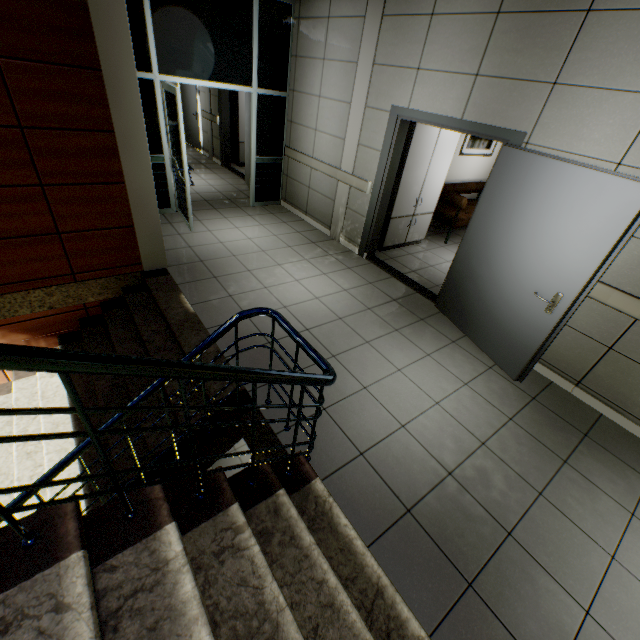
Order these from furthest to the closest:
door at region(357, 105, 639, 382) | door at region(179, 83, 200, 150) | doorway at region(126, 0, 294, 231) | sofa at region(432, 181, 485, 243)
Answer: door at region(179, 83, 200, 150), sofa at region(432, 181, 485, 243), doorway at region(126, 0, 294, 231), door at region(357, 105, 639, 382)

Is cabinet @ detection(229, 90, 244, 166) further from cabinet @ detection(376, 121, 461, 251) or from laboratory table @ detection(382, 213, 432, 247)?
laboratory table @ detection(382, 213, 432, 247)

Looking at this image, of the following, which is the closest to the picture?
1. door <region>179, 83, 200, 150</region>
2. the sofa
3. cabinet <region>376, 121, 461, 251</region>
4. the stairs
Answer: the sofa

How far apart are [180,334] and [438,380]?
2.75m

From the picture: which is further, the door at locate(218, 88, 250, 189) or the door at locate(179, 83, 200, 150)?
the door at locate(179, 83, 200, 150)

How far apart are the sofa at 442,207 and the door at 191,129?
7.3 meters

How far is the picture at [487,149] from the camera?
6.5m

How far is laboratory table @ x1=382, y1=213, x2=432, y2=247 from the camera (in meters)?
5.58
